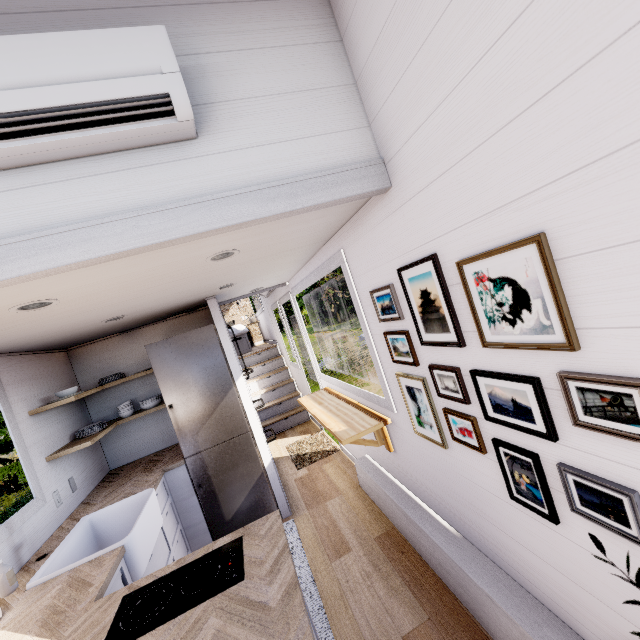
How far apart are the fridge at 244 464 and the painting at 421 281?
2.4 meters

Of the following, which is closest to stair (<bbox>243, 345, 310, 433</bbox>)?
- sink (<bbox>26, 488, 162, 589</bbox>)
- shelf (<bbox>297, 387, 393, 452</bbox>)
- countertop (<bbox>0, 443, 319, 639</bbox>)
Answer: shelf (<bbox>297, 387, 393, 452</bbox>)

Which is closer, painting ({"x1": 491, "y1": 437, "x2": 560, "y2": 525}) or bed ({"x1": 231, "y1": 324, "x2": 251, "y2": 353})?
painting ({"x1": 491, "y1": 437, "x2": 560, "y2": 525})

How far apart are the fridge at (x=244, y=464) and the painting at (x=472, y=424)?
2.35m

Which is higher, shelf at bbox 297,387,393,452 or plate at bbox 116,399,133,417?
plate at bbox 116,399,133,417

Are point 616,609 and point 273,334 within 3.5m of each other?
no

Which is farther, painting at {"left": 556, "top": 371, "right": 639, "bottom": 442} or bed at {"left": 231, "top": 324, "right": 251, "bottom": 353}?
bed at {"left": 231, "top": 324, "right": 251, "bottom": 353}

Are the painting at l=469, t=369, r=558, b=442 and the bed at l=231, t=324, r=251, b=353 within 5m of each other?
no
